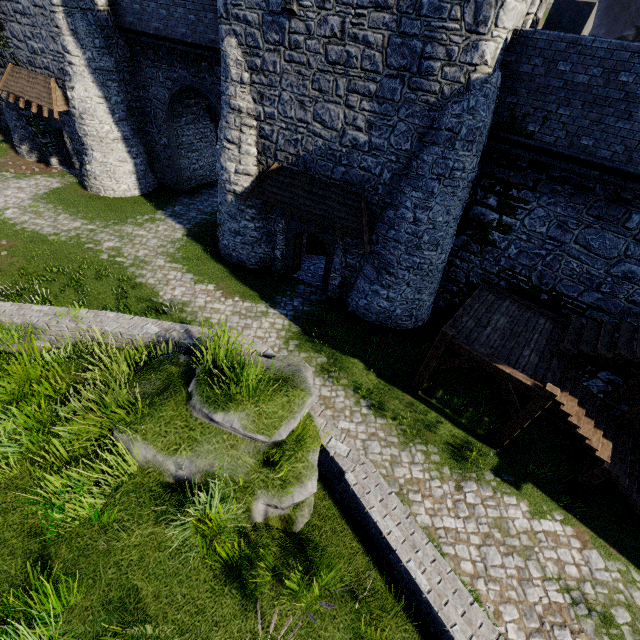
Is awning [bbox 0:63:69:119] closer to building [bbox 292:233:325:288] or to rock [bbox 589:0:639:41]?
building [bbox 292:233:325:288]

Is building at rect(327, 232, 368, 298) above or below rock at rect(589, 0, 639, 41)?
below

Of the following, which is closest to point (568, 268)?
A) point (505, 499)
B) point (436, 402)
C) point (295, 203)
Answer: point (436, 402)

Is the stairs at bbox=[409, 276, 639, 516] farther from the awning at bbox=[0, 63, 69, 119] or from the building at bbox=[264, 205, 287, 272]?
the awning at bbox=[0, 63, 69, 119]

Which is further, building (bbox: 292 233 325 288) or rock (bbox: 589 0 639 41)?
rock (bbox: 589 0 639 41)

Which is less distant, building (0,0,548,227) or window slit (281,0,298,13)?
building (0,0,548,227)

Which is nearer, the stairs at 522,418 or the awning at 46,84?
the stairs at 522,418

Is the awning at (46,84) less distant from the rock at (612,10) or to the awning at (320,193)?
the awning at (320,193)
